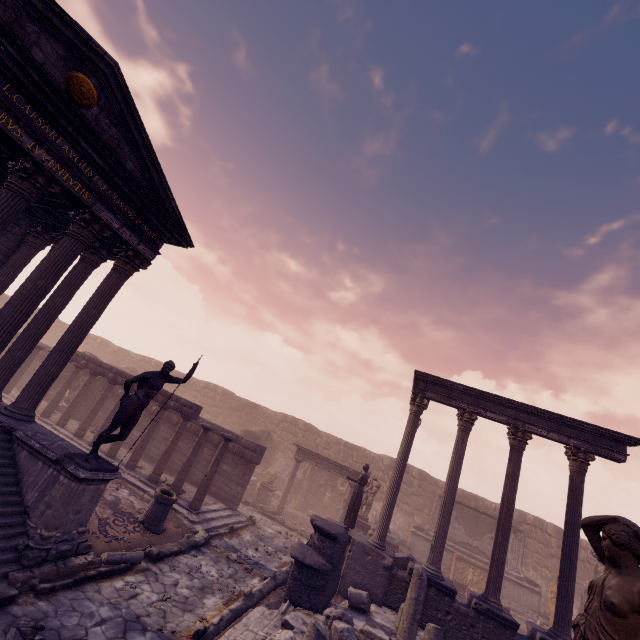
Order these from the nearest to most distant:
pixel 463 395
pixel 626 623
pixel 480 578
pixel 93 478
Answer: pixel 626 623 < pixel 93 478 < pixel 463 395 < pixel 480 578

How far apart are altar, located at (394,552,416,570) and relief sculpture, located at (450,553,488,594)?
6.7 meters

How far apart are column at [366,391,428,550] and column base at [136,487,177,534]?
6.56m

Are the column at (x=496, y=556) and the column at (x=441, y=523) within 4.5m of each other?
yes

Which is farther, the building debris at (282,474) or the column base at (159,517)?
the building debris at (282,474)

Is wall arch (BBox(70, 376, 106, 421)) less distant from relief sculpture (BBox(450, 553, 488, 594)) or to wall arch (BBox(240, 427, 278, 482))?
wall arch (BBox(240, 427, 278, 482))

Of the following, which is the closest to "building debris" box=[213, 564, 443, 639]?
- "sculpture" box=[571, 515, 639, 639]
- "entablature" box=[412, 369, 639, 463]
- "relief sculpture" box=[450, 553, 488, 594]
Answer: "sculpture" box=[571, 515, 639, 639]

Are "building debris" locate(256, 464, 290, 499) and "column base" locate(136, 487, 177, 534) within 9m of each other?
no
